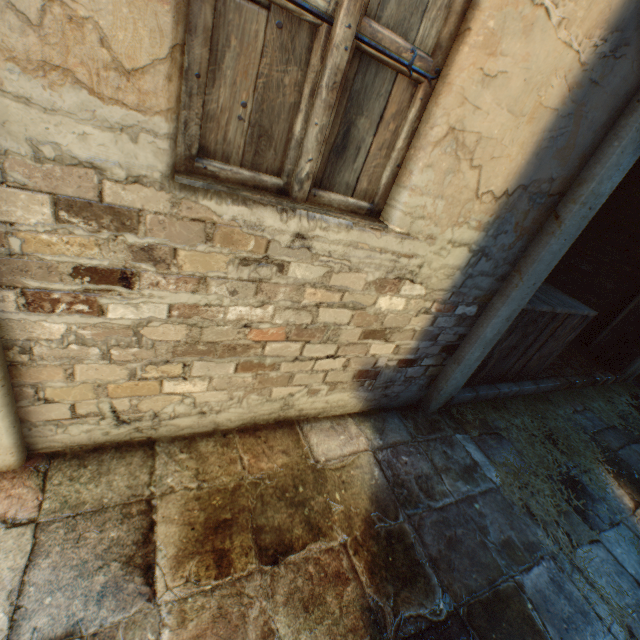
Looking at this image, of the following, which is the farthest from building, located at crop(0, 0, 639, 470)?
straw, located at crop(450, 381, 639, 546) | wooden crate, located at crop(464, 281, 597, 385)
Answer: wooden crate, located at crop(464, 281, 597, 385)

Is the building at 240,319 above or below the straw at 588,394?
above

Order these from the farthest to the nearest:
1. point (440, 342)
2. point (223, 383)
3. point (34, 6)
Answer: point (440, 342) < point (223, 383) < point (34, 6)

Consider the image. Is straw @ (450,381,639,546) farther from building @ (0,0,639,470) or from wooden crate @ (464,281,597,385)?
building @ (0,0,639,470)

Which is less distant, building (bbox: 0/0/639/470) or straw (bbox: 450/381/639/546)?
building (bbox: 0/0/639/470)

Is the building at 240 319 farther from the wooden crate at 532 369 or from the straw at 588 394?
the wooden crate at 532 369
